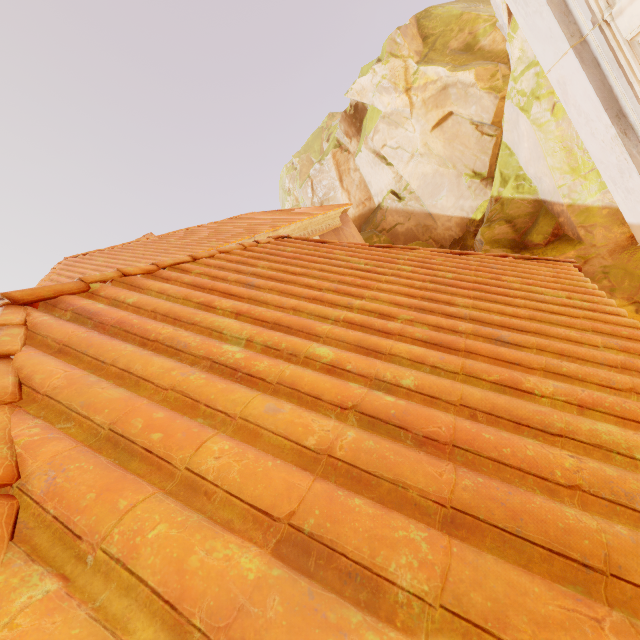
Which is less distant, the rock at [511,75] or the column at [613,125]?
the column at [613,125]

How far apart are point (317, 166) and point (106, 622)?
23.7 meters

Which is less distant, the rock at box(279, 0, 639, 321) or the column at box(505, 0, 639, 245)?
the column at box(505, 0, 639, 245)
